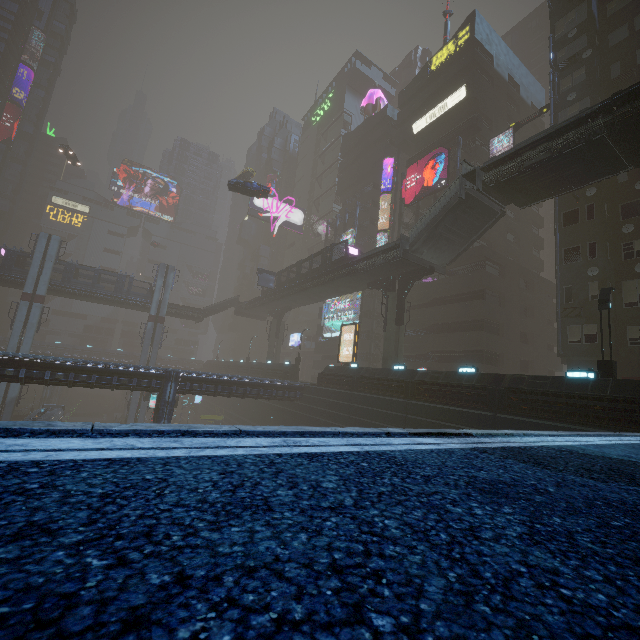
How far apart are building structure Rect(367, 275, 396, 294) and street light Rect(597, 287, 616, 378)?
15.51m

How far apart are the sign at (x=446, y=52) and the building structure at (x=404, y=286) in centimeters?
3072cm

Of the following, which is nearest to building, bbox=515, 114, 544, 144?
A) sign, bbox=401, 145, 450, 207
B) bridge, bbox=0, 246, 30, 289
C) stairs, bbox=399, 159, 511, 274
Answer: sign, bbox=401, 145, 450, 207

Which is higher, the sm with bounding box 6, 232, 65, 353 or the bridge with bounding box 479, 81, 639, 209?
the bridge with bounding box 479, 81, 639, 209

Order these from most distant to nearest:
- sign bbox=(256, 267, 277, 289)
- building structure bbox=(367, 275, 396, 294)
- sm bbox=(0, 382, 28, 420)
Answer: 1. sign bbox=(256, 267, 277, 289)
2. sm bbox=(0, 382, 28, 420)
3. building structure bbox=(367, 275, 396, 294)

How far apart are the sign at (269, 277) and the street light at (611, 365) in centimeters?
3611cm

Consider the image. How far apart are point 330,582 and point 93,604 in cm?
64

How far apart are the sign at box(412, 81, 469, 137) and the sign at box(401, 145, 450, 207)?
5.6 meters
